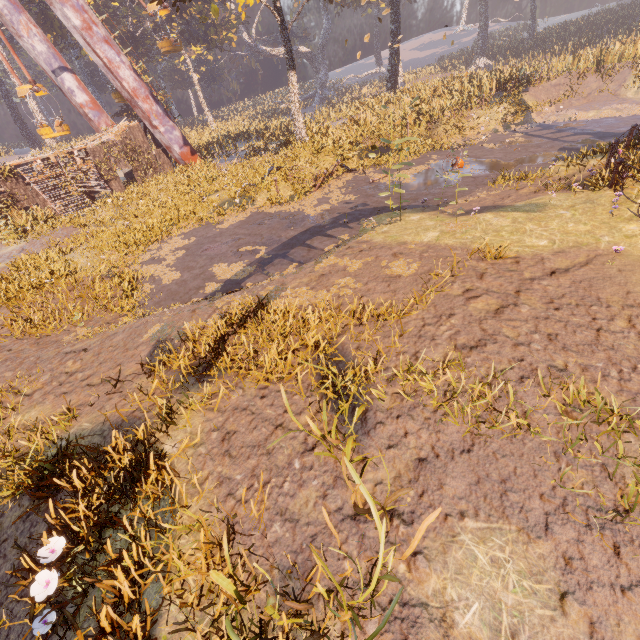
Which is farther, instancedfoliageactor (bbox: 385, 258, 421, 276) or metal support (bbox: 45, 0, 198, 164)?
metal support (bbox: 45, 0, 198, 164)

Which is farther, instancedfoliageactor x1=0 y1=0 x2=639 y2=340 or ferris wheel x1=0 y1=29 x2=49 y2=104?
ferris wheel x1=0 y1=29 x2=49 y2=104

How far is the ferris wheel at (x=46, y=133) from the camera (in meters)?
19.30

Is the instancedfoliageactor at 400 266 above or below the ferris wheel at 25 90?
below

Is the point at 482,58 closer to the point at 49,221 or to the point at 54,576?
the point at 49,221

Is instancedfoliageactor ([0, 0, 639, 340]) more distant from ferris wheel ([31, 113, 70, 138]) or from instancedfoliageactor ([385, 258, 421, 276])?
instancedfoliageactor ([385, 258, 421, 276])

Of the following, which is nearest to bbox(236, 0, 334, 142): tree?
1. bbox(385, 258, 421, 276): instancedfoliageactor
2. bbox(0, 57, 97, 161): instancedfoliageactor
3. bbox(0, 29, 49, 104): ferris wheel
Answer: bbox(0, 29, 49, 104): ferris wheel

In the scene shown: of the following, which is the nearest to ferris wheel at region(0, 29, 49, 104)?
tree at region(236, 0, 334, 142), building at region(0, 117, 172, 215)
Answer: building at region(0, 117, 172, 215)
